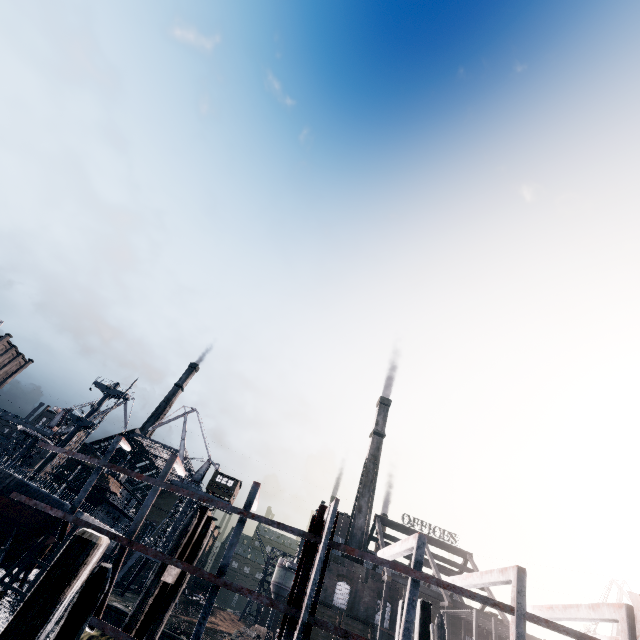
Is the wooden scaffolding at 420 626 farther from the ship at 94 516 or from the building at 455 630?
the ship at 94 516

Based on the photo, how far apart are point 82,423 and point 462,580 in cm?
5767

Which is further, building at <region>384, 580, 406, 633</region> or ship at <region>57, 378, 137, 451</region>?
ship at <region>57, 378, 137, 451</region>

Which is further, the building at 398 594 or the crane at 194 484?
the crane at 194 484

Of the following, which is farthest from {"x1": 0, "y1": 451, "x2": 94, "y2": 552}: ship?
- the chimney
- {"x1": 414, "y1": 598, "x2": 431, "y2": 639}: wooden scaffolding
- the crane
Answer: {"x1": 414, "y1": 598, "x2": 431, "y2": 639}: wooden scaffolding

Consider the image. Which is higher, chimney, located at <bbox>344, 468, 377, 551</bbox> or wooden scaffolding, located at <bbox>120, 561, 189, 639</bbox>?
chimney, located at <bbox>344, 468, 377, 551</bbox>

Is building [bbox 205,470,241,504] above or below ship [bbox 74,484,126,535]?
above

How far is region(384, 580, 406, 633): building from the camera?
43.2 meters
